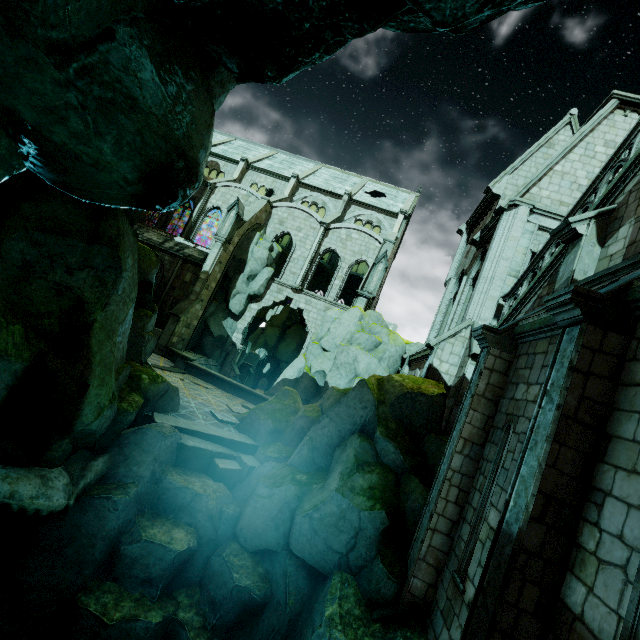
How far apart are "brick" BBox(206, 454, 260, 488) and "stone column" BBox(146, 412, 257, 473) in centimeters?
1cm

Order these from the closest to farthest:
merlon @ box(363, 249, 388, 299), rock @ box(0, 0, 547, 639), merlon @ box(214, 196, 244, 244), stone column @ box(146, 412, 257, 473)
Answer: rock @ box(0, 0, 547, 639) < stone column @ box(146, 412, 257, 473) < merlon @ box(363, 249, 388, 299) < merlon @ box(214, 196, 244, 244)

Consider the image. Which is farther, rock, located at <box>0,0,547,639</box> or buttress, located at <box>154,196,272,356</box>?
buttress, located at <box>154,196,272,356</box>

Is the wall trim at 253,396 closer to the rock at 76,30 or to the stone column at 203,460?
the rock at 76,30

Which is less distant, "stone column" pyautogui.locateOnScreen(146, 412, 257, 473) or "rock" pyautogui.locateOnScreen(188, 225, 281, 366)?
"stone column" pyautogui.locateOnScreen(146, 412, 257, 473)

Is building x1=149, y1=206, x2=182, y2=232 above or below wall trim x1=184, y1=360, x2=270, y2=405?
above

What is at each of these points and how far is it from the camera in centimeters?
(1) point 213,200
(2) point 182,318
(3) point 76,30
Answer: (1) building, 3050cm
(2) buttress, 2312cm
(3) rock, 425cm

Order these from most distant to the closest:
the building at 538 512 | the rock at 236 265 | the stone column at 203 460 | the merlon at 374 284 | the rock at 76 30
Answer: the rock at 236 265 < the merlon at 374 284 < the stone column at 203 460 < the rock at 76 30 < the building at 538 512
